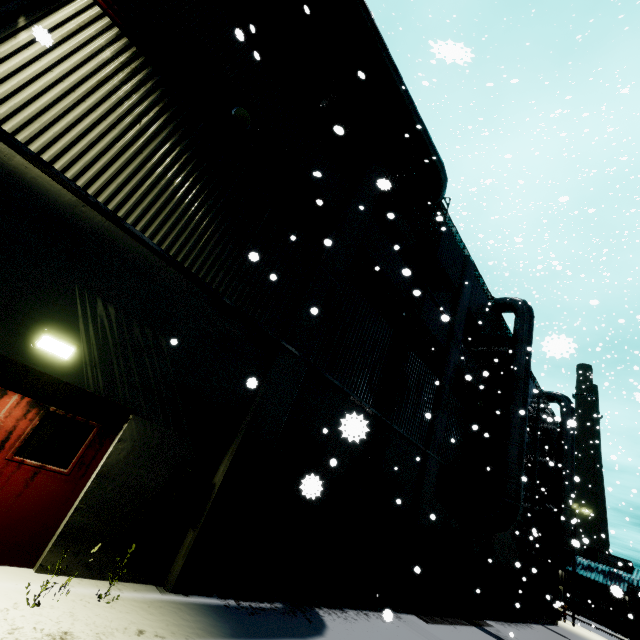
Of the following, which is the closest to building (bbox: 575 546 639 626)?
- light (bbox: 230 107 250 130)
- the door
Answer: the door

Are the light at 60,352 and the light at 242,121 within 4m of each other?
no

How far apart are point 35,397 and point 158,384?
1.6m

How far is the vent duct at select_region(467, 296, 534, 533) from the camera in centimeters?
1385cm

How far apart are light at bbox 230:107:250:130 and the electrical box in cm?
722

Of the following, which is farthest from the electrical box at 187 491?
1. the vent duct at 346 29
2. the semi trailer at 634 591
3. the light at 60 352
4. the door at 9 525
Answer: the semi trailer at 634 591

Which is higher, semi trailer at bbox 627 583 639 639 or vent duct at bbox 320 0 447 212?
vent duct at bbox 320 0 447 212

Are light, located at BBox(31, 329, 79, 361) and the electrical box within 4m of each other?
yes
